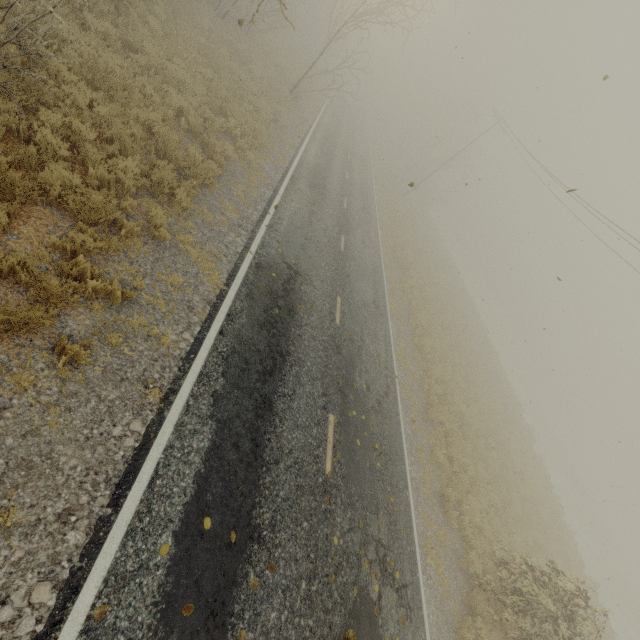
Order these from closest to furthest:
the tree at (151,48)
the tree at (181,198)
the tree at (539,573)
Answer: the tree at (151,48)
the tree at (181,198)
the tree at (539,573)

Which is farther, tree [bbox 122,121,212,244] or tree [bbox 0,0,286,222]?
tree [bbox 122,121,212,244]

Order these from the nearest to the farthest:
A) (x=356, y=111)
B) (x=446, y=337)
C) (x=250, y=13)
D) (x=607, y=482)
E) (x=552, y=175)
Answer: (x=250, y=13), (x=446, y=337), (x=552, y=175), (x=356, y=111), (x=607, y=482)

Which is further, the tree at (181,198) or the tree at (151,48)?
the tree at (181,198)

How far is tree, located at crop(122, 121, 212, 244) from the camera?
7.05m

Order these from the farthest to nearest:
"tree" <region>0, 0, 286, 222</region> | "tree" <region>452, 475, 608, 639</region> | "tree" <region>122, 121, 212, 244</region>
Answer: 1. "tree" <region>452, 475, 608, 639</region>
2. "tree" <region>122, 121, 212, 244</region>
3. "tree" <region>0, 0, 286, 222</region>
